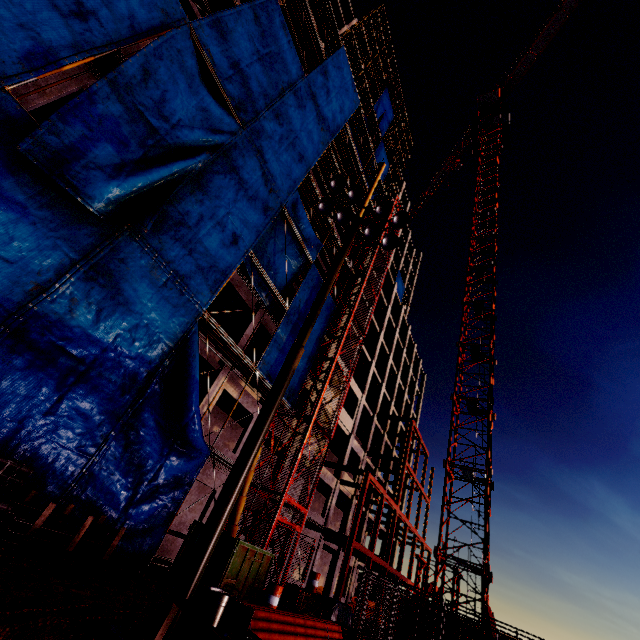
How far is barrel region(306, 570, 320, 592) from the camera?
16.3 meters

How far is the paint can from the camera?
3.5m

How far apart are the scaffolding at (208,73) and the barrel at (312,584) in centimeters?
2249cm

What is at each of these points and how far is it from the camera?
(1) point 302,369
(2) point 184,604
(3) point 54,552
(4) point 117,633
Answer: (1) tarp, 18.8m
(2) worknench, 3.9m
(3) pipe, 6.8m
(4) floodlight pole, 4.7m

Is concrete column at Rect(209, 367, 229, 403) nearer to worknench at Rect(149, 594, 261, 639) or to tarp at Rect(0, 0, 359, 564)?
tarp at Rect(0, 0, 359, 564)

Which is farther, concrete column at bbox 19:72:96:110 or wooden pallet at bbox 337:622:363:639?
wooden pallet at bbox 337:622:363:639

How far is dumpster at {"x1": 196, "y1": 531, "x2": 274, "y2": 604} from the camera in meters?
9.7

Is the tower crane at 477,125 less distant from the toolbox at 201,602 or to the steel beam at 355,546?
the steel beam at 355,546
